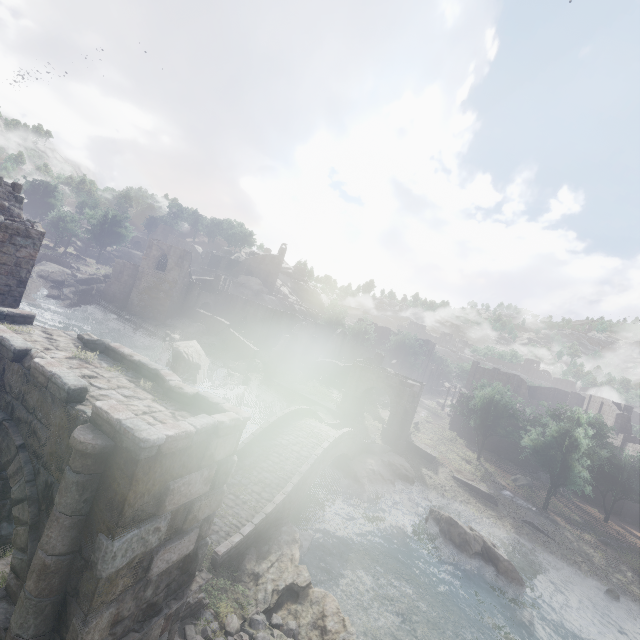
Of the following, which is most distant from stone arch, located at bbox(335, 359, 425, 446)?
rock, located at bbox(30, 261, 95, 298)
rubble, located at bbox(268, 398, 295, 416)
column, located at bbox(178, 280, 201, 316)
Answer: rock, located at bbox(30, 261, 95, 298)

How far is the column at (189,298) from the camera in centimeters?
5097cm

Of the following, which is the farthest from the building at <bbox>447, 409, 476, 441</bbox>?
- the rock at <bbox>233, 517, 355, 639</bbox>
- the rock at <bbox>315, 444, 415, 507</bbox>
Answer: the rock at <bbox>315, 444, 415, 507</bbox>

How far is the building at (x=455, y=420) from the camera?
44.3m

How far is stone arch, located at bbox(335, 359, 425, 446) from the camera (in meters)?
32.44

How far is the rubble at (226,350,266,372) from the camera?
41.3m

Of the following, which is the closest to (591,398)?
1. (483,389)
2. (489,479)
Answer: (483,389)

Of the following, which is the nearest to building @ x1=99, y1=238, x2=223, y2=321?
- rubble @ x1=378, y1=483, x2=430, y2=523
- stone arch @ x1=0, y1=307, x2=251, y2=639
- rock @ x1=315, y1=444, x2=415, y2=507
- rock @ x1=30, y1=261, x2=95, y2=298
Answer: rock @ x1=30, y1=261, x2=95, y2=298
